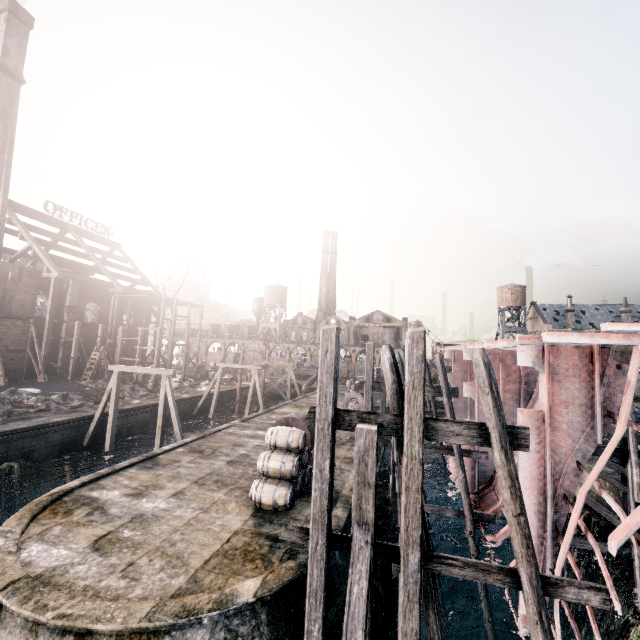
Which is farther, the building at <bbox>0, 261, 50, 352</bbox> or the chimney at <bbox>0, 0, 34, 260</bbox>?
the chimney at <bbox>0, 0, 34, 260</bbox>

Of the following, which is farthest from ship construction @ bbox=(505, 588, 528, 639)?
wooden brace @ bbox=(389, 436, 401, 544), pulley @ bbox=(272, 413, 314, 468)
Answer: pulley @ bbox=(272, 413, 314, 468)

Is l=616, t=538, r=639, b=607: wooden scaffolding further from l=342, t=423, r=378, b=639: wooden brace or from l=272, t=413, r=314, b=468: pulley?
l=342, t=423, r=378, b=639: wooden brace

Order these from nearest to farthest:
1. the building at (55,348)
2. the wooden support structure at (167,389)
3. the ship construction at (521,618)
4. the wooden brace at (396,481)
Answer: the ship construction at (521,618) < the wooden brace at (396,481) < the wooden support structure at (167,389) < the building at (55,348)

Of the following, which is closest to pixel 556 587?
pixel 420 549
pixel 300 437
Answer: pixel 420 549

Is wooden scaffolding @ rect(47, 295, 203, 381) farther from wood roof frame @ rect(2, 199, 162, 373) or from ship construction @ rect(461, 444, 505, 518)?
ship construction @ rect(461, 444, 505, 518)

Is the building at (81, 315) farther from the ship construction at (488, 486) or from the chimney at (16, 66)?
the ship construction at (488, 486)

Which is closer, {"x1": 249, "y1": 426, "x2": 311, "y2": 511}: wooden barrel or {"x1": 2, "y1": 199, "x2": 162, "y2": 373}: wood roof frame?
{"x1": 249, "y1": 426, "x2": 311, "y2": 511}: wooden barrel
